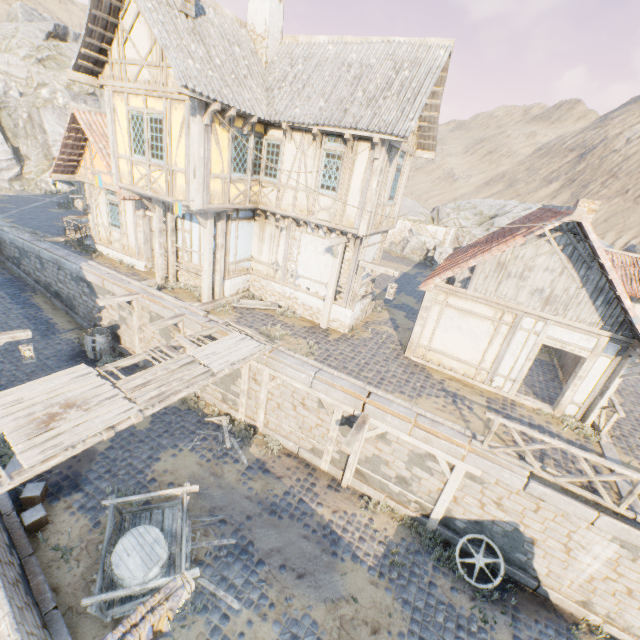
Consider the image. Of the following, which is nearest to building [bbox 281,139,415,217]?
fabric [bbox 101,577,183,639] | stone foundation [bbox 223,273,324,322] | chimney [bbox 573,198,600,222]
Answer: stone foundation [bbox 223,273,324,322]

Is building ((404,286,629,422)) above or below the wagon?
above

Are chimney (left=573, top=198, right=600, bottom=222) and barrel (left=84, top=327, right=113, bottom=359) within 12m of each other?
no

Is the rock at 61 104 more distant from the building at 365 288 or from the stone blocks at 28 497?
the building at 365 288

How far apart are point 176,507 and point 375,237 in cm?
1109

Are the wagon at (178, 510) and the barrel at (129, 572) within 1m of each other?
yes

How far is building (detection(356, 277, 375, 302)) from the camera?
13.6m

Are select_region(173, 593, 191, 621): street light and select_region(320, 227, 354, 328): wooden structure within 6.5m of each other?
no
